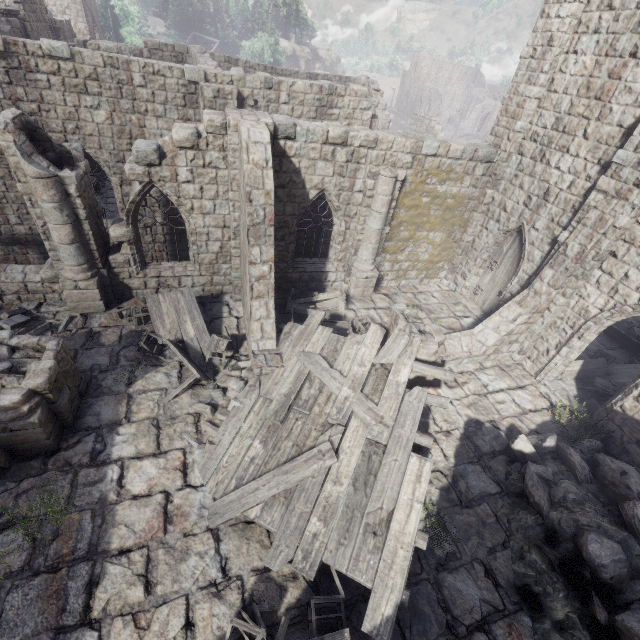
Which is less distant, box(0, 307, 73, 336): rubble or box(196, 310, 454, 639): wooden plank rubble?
box(196, 310, 454, 639): wooden plank rubble

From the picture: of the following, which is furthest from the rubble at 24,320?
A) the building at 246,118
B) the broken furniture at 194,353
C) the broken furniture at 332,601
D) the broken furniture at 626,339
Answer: the broken furniture at 626,339

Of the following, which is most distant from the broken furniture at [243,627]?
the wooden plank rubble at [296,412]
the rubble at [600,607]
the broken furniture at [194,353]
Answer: the broken furniture at [194,353]

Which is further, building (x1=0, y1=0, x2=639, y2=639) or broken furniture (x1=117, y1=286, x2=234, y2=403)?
broken furniture (x1=117, y1=286, x2=234, y2=403)

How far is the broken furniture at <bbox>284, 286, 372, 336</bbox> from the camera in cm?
1145

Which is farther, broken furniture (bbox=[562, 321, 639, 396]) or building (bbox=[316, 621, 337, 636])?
broken furniture (bbox=[562, 321, 639, 396])

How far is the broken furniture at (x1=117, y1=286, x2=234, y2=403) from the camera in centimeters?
931cm

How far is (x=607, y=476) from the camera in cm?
788
